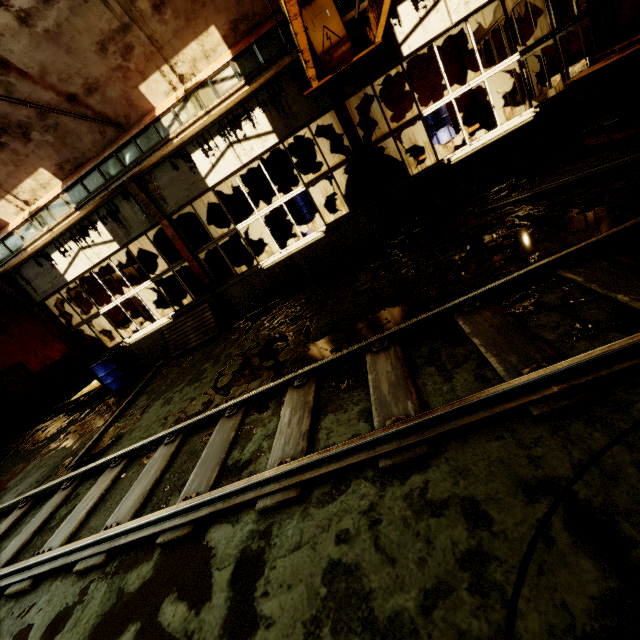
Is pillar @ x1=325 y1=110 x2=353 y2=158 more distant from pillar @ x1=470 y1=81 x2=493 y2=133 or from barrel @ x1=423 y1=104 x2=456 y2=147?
pillar @ x1=470 y1=81 x2=493 y2=133

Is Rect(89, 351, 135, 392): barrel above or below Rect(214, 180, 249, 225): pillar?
below

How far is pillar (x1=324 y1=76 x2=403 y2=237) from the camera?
6.7m

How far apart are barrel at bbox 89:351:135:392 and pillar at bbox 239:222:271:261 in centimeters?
609cm

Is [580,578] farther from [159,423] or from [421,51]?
[421,51]

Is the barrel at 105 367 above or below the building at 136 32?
below

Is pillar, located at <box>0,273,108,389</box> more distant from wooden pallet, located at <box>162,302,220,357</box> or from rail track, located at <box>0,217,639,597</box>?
rail track, located at <box>0,217,639,597</box>

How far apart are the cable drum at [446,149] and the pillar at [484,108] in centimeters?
152cm
